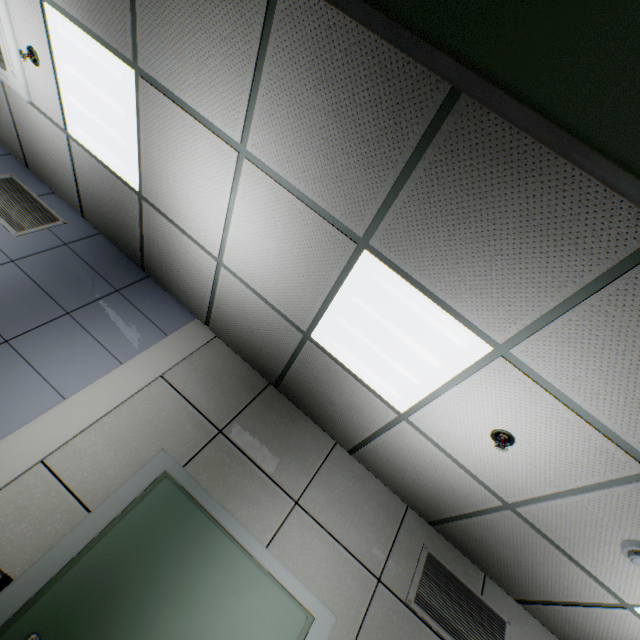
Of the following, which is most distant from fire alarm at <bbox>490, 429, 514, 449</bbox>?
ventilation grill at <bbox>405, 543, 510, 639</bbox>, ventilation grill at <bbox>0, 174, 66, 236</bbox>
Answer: ventilation grill at <bbox>0, 174, 66, 236</bbox>

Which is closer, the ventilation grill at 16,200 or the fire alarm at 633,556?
the fire alarm at 633,556

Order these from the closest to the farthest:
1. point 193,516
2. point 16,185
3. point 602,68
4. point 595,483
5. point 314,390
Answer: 1. point 602,68
2. point 595,483
3. point 193,516
4. point 314,390
5. point 16,185

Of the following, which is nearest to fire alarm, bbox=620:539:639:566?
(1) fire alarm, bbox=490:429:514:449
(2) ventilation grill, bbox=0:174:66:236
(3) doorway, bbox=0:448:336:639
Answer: (1) fire alarm, bbox=490:429:514:449

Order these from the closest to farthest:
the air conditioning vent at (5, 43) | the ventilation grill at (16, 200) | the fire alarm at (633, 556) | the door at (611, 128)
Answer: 1. the door at (611, 128)
2. the fire alarm at (633, 556)
3. the air conditioning vent at (5, 43)
4. the ventilation grill at (16, 200)

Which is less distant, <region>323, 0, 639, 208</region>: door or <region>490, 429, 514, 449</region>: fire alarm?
<region>323, 0, 639, 208</region>: door

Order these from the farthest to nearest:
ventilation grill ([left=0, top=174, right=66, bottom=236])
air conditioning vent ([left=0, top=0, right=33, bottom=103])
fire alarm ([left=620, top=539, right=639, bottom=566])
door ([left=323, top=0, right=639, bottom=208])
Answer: ventilation grill ([left=0, top=174, right=66, bottom=236]) → air conditioning vent ([left=0, top=0, right=33, bottom=103]) → fire alarm ([left=620, top=539, right=639, bottom=566]) → door ([left=323, top=0, right=639, bottom=208])

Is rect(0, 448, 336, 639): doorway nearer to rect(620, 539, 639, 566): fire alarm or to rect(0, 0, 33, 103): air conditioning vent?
rect(620, 539, 639, 566): fire alarm
